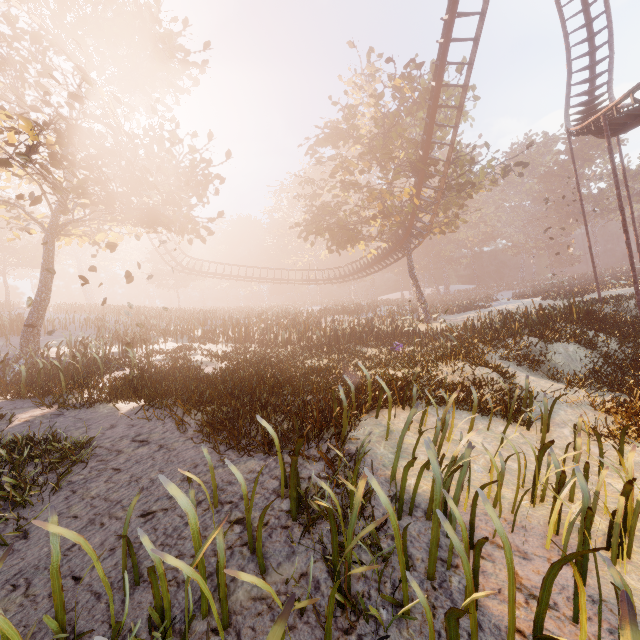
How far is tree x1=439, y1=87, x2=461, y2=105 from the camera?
21.50m

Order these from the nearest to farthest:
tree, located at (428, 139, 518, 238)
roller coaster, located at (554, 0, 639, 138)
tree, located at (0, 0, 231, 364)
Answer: tree, located at (0, 0, 231, 364)
roller coaster, located at (554, 0, 639, 138)
tree, located at (428, 139, 518, 238)

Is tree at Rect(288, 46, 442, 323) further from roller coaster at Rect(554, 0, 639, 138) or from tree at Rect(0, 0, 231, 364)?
tree at Rect(0, 0, 231, 364)

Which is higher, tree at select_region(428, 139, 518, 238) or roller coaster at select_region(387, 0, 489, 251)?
roller coaster at select_region(387, 0, 489, 251)

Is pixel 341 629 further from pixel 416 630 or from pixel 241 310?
pixel 241 310

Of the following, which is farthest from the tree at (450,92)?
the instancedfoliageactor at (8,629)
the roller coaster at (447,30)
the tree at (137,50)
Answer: the instancedfoliageactor at (8,629)

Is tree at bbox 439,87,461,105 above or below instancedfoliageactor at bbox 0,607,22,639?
above
